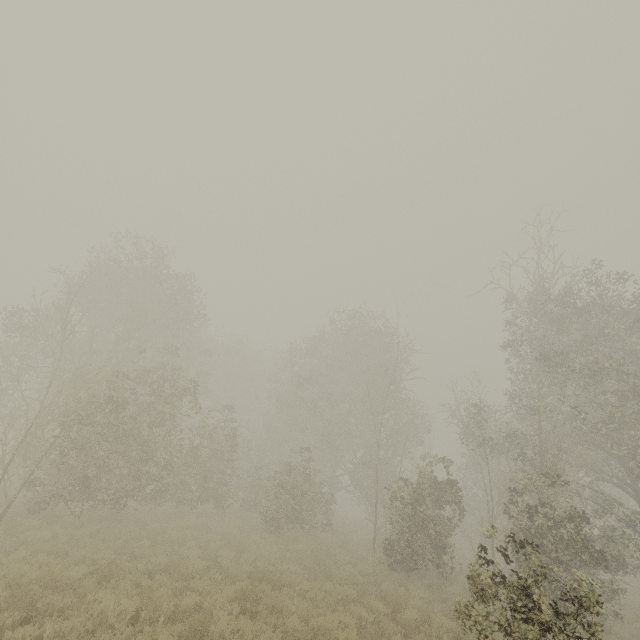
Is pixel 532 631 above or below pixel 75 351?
below
